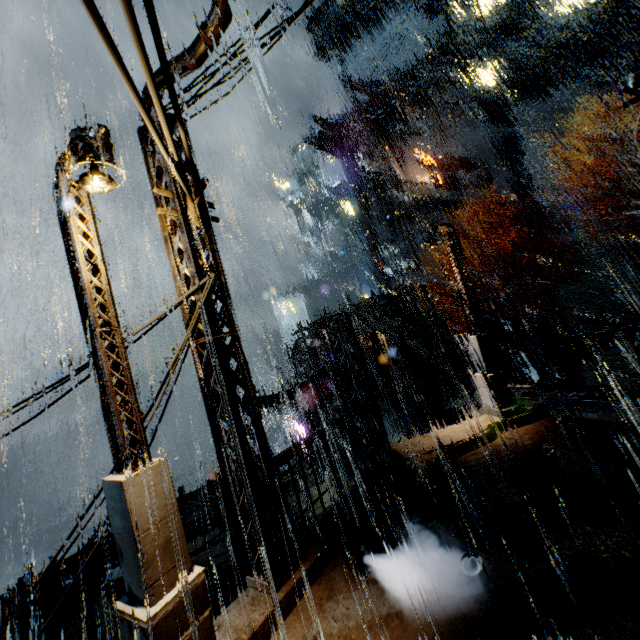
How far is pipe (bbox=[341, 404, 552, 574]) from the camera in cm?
622

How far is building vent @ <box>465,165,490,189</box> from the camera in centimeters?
4041cm

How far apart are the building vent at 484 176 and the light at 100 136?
43.9m

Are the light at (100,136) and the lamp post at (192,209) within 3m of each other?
yes

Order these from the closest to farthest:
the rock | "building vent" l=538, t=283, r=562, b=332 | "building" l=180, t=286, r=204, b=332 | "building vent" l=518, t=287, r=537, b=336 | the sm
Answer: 1. "building" l=180, t=286, r=204, b=332
2. the sm
3. "building vent" l=538, t=283, r=562, b=332
4. "building vent" l=518, t=287, r=537, b=336
5. the rock

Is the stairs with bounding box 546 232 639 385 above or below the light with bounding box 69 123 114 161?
below

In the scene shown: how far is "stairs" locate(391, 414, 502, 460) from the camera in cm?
1050

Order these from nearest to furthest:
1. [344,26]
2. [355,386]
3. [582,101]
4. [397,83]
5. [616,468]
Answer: [616,468] < [355,386] < [582,101] < [397,83] < [344,26]
